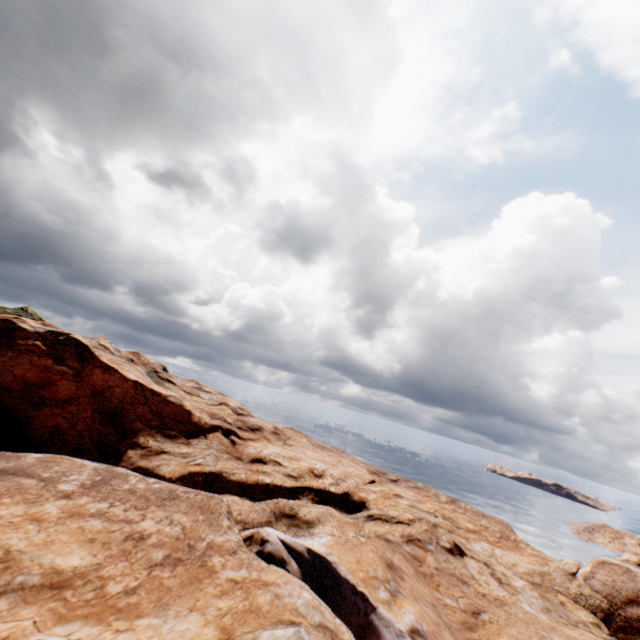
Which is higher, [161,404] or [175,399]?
[175,399]
